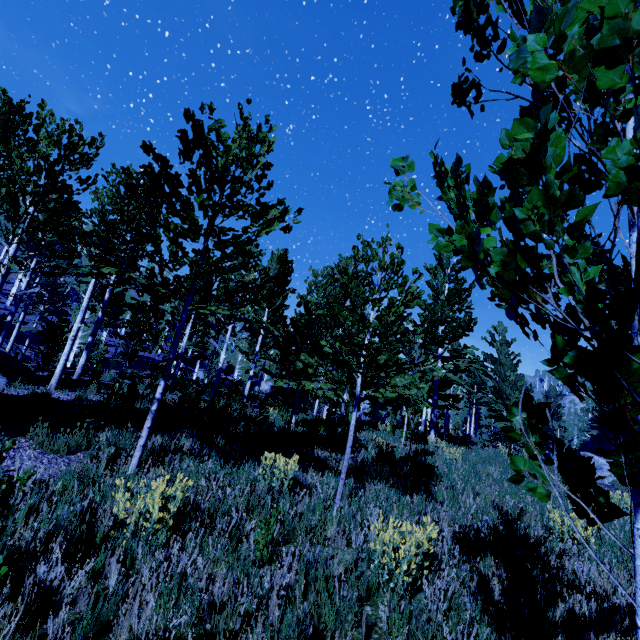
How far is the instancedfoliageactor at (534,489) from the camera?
1.3 meters

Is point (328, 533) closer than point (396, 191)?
No

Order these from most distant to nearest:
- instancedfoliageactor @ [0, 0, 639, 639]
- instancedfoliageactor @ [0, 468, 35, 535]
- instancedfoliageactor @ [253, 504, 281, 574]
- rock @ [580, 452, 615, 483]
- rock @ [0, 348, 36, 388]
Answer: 1. rock @ [580, 452, 615, 483]
2. rock @ [0, 348, 36, 388]
3. instancedfoliageactor @ [253, 504, 281, 574]
4. instancedfoliageactor @ [0, 468, 35, 535]
5. instancedfoliageactor @ [0, 0, 639, 639]

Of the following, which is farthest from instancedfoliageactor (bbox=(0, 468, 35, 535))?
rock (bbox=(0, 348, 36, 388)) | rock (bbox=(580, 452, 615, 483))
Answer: rock (bbox=(580, 452, 615, 483))

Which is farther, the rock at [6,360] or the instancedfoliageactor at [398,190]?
the rock at [6,360]

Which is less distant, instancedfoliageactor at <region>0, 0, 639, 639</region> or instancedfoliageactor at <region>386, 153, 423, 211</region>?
instancedfoliageactor at <region>0, 0, 639, 639</region>
